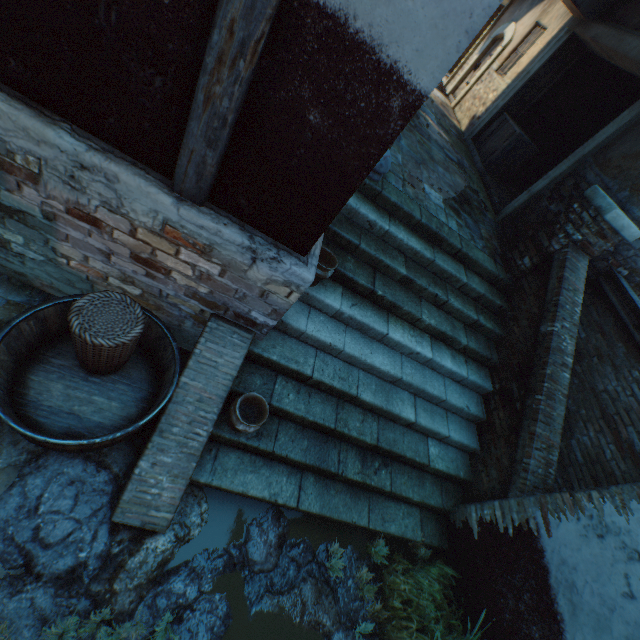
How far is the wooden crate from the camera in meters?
7.9

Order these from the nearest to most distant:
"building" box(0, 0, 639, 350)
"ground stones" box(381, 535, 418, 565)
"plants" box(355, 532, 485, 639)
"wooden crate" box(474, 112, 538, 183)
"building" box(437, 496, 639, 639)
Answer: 1. "building" box(0, 0, 639, 350)
2. "building" box(437, 496, 639, 639)
3. "plants" box(355, 532, 485, 639)
4. "ground stones" box(381, 535, 418, 565)
5. "wooden crate" box(474, 112, 538, 183)

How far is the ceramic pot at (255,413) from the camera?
3.04m

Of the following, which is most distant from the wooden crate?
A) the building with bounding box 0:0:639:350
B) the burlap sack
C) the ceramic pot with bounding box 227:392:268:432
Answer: the ceramic pot with bounding box 227:392:268:432

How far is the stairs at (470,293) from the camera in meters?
3.5 m

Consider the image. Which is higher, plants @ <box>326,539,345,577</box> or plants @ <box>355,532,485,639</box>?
plants @ <box>355,532,485,639</box>

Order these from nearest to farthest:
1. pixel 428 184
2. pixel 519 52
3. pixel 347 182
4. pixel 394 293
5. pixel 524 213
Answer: pixel 347 182 < pixel 394 293 < pixel 428 184 < pixel 524 213 < pixel 519 52

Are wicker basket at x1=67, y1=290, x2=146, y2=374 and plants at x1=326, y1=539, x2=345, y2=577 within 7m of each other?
yes
